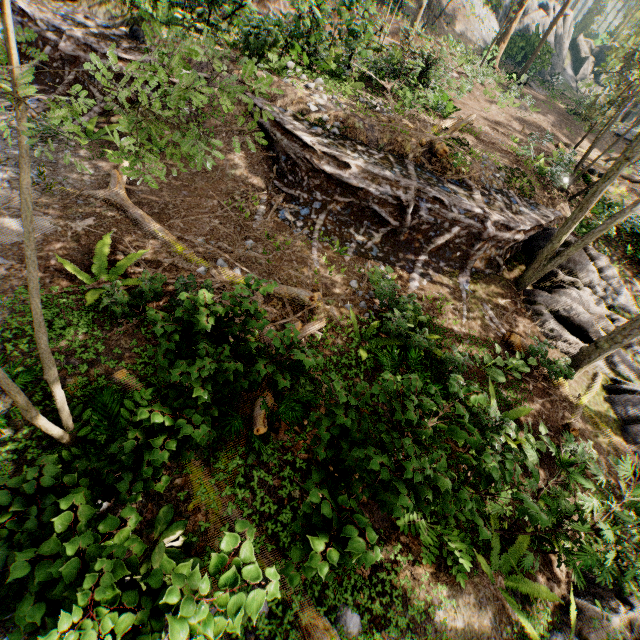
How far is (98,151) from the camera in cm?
935

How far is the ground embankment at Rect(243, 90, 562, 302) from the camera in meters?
10.0 m

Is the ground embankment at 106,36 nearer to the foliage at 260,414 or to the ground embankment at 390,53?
the foliage at 260,414

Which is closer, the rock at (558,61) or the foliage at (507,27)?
the foliage at (507,27)

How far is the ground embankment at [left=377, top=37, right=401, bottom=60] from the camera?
14.4m

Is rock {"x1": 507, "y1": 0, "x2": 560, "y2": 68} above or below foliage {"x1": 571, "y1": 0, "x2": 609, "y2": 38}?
below
